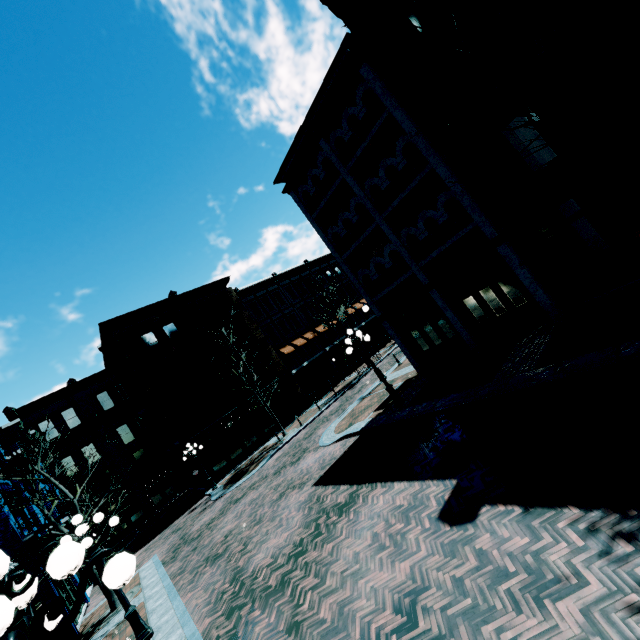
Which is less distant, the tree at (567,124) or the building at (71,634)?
the tree at (567,124)

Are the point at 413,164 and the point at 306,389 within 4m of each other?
no

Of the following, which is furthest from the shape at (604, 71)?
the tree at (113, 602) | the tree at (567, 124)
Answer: the tree at (113, 602)

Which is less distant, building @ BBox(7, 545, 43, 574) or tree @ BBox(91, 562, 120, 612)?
building @ BBox(7, 545, 43, 574)

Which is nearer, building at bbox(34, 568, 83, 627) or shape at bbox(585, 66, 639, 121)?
building at bbox(34, 568, 83, 627)

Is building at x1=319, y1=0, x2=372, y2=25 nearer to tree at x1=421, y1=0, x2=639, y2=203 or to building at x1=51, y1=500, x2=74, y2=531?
tree at x1=421, y1=0, x2=639, y2=203

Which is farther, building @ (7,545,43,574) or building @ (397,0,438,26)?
building @ (7,545,43,574)

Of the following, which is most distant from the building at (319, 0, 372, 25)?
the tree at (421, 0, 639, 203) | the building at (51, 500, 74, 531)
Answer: the building at (51, 500, 74, 531)
